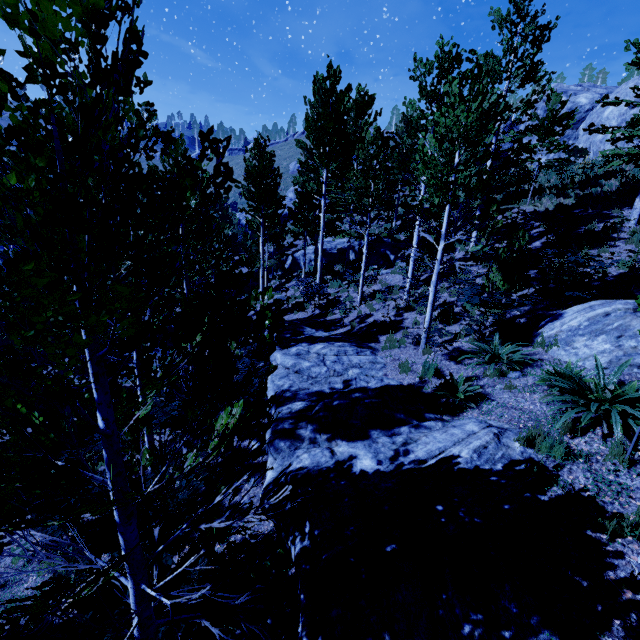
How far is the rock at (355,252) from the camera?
20.8 meters

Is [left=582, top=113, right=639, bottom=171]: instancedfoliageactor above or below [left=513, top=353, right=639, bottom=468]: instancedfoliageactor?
above

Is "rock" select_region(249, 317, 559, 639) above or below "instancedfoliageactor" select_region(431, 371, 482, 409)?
below

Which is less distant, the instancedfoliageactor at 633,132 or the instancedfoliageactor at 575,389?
the instancedfoliageactor at 575,389

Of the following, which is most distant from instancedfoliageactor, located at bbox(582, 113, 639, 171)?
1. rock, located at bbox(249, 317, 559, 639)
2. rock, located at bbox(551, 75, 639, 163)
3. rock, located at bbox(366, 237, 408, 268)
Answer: rock, located at bbox(551, 75, 639, 163)

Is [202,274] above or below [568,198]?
below

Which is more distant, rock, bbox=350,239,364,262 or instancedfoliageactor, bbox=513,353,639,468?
rock, bbox=350,239,364,262

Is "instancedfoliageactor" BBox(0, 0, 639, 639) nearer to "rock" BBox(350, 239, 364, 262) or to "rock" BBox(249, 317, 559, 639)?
"rock" BBox(249, 317, 559, 639)
